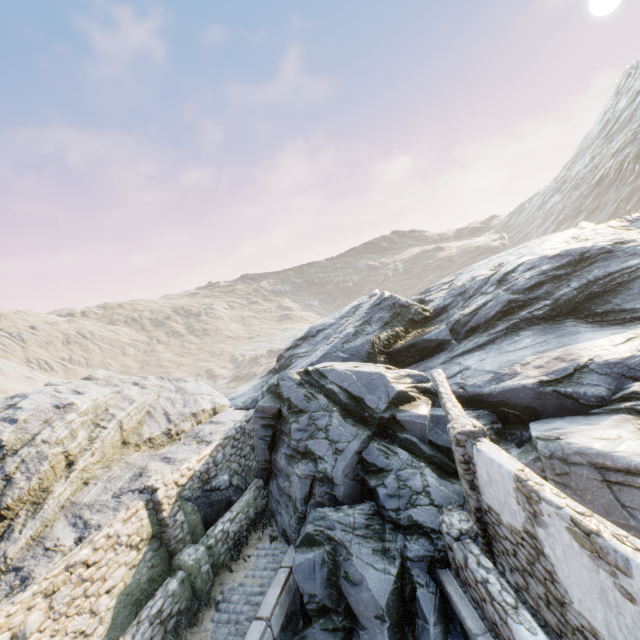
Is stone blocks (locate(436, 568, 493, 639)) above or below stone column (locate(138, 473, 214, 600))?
below

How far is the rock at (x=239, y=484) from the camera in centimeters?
1059cm

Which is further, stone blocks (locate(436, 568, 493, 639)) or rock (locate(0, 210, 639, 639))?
rock (locate(0, 210, 639, 639))

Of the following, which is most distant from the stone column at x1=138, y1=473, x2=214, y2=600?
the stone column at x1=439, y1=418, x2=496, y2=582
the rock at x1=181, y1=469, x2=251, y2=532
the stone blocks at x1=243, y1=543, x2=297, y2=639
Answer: the stone column at x1=439, y1=418, x2=496, y2=582

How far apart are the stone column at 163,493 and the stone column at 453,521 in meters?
6.5

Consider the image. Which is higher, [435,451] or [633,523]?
[435,451]

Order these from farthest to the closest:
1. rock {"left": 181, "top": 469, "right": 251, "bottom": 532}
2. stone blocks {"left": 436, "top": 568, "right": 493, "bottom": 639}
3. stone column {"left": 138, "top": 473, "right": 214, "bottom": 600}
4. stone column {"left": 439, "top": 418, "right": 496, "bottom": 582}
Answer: rock {"left": 181, "top": 469, "right": 251, "bottom": 532}
stone column {"left": 138, "top": 473, "right": 214, "bottom": 600}
stone column {"left": 439, "top": 418, "right": 496, "bottom": 582}
stone blocks {"left": 436, "top": 568, "right": 493, "bottom": 639}

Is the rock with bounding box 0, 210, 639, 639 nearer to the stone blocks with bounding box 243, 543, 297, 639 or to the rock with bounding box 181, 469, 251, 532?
the stone blocks with bounding box 243, 543, 297, 639
